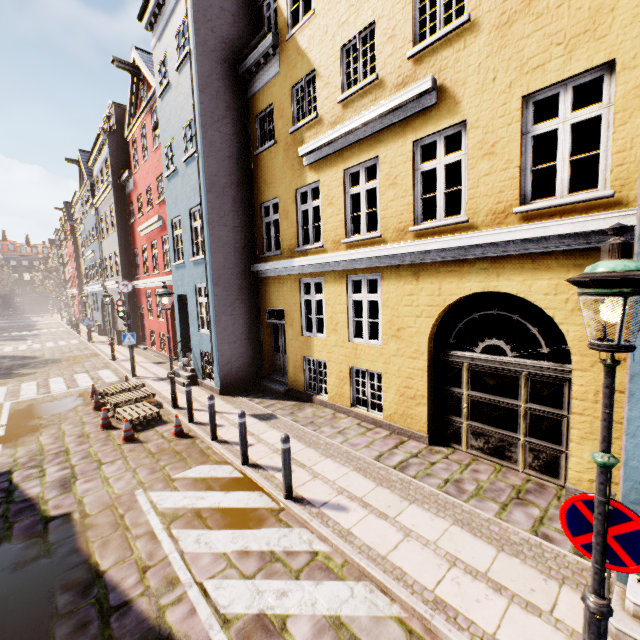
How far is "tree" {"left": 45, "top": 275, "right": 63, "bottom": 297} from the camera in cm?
5878

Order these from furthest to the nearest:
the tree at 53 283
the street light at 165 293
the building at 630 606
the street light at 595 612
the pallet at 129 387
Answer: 1. the tree at 53 283
2. the street light at 165 293
3. the pallet at 129 387
4. the building at 630 606
5. the street light at 595 612

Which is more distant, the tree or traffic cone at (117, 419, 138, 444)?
the tree

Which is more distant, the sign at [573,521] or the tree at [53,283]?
the tree at [53,283]

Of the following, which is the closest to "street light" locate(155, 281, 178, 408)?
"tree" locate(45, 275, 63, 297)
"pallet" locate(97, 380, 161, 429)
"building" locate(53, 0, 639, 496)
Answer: "pallet" locate(97, 380, 161, 429)

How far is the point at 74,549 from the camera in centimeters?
468cm

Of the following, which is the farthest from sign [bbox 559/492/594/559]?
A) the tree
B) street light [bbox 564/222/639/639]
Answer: the tree

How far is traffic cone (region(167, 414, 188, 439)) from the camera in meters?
8.1 m
